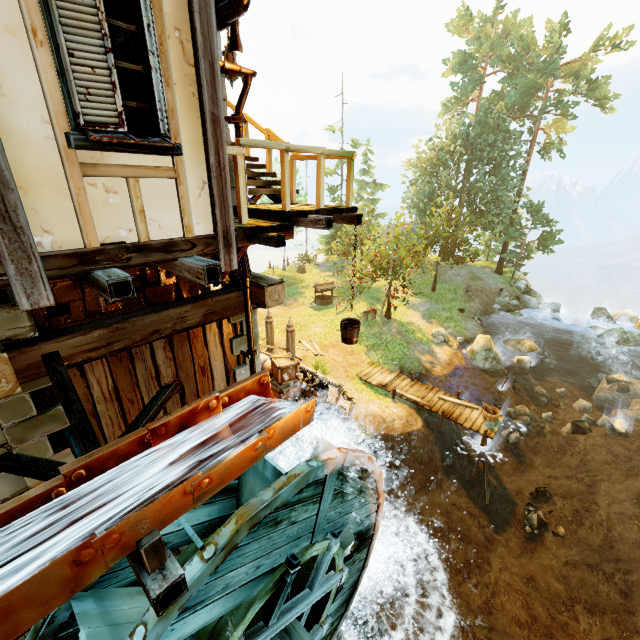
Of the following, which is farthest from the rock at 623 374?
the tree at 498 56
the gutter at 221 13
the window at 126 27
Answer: the window at 126 27

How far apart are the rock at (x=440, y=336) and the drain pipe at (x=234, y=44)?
19.3 meters

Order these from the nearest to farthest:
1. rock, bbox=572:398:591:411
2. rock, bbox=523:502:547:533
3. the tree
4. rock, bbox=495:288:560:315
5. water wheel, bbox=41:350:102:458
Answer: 1. water wheel, bbox=41:350:102:458
2. rock, bbox=523:502:547:533
3. rock, bbox=572:398:591:411
4. the tree
5. rock, bbox=495:288:560:315

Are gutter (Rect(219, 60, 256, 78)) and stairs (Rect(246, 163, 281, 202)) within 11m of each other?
yes

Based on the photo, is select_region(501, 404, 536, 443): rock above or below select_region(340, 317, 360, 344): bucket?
below

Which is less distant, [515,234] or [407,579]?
[407,579]

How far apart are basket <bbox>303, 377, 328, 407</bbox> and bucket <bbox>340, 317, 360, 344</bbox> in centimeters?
482cm

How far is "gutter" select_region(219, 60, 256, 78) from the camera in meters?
5.0 m
